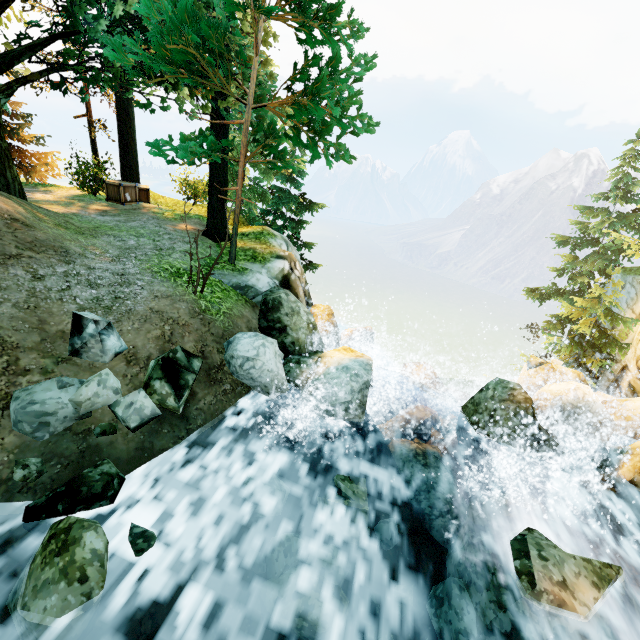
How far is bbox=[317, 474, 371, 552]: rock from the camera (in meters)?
4.64

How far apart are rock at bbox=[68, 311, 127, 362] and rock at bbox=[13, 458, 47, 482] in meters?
0.2 m

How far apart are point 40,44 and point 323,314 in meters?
11.0

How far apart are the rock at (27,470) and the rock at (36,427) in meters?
0.2

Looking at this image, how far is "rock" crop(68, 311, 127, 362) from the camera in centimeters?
490cm

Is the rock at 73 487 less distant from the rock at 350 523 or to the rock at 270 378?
the rock at 270 378

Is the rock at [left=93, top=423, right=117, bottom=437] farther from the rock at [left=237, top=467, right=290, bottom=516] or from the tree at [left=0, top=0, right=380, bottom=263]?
the tree at [left=0, top=0, right=380, bottom=263]

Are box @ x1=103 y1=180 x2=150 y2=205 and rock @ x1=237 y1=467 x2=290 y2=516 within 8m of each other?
no
